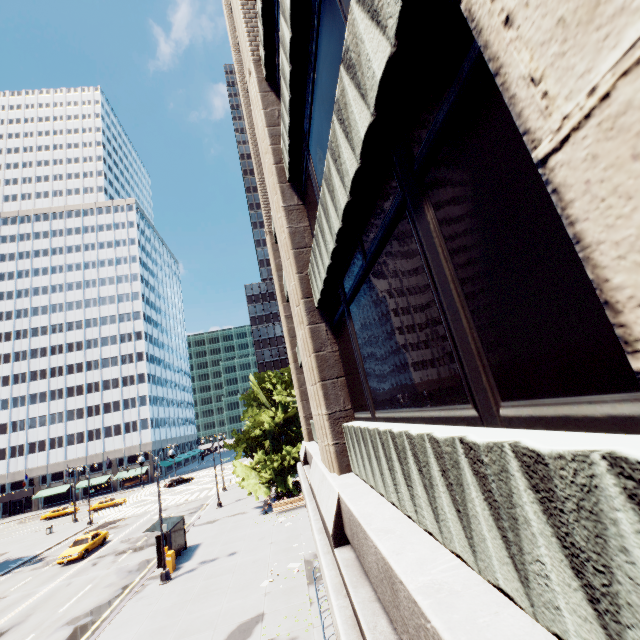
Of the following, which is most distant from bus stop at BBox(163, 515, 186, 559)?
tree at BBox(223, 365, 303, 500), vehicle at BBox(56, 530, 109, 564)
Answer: vehicle at BBox(56, 530, 109, 564)

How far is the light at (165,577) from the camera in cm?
1881

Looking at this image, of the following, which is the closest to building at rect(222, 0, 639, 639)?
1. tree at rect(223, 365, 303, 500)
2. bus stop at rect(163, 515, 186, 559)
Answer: tree at rect(223, 365, 303, 500)

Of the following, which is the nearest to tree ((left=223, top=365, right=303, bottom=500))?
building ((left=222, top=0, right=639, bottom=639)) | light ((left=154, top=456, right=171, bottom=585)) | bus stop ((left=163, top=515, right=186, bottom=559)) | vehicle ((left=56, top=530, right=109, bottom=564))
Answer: bus stop ((left=163, top=515, right=186, bottom=559))

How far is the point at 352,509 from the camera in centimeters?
461cm

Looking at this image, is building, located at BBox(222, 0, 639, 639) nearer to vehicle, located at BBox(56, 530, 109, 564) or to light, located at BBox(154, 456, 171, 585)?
light, located at BBox(154, 456, 171, 585)

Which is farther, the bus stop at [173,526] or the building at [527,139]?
the bus stop at [173,526]
